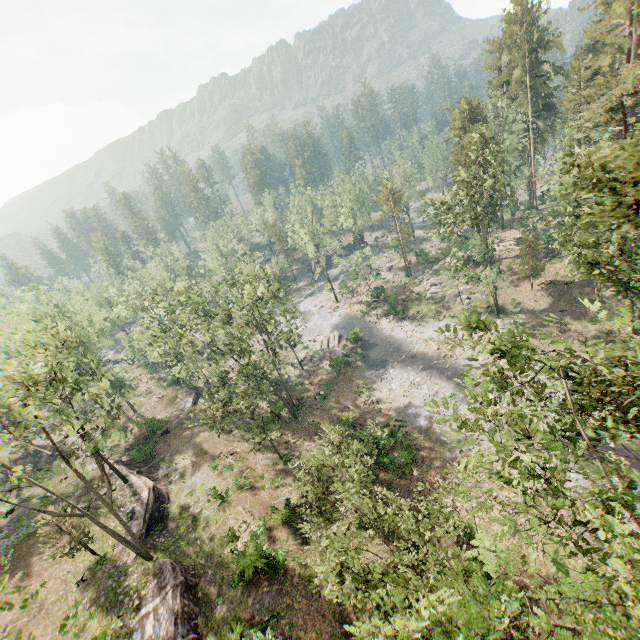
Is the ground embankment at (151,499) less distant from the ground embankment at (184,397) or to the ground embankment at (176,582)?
the ground embankment at (176,582)

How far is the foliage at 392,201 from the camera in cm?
5516

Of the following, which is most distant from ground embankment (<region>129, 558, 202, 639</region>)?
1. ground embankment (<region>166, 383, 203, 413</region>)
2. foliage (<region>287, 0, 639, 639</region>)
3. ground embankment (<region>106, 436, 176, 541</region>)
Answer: ground embankment (<region>166, 383, 203, 413</region>)

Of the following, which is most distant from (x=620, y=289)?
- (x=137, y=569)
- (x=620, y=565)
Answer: (x=137, y=569)

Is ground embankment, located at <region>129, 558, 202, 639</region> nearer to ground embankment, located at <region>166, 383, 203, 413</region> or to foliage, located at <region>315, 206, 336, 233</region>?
foliage, located at <region>315, 206, 336, 233</region>

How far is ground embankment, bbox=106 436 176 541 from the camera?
27.1m
